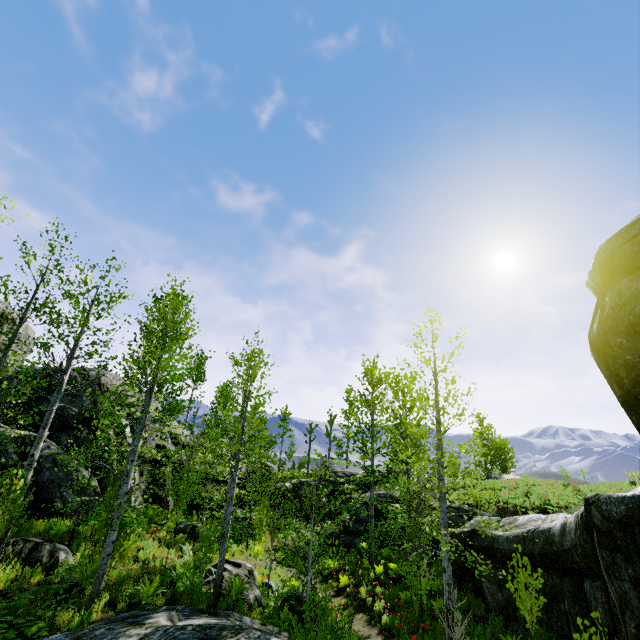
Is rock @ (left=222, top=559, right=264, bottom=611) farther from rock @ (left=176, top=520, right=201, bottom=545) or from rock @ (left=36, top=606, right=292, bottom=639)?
rock @ (left=36, top=606, right=292, bottom=639)

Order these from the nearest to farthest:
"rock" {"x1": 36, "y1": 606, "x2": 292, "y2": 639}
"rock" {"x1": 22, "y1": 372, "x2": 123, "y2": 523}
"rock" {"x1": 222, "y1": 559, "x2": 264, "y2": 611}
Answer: "rock" {"x1": 36, "y1": 606, "x2": 292, "y2": 639} < "rock" {"x1": 222, "y1": 559, "x2": 264, "y2": 611} < "rock" {"x1": 22, "y1": 372, "x2": 123, "y2": 523}

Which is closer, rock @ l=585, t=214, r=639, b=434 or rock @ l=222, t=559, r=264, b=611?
rock @ l=585, t=214, r=639, b=434

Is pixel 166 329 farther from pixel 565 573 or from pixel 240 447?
pixel 565 573

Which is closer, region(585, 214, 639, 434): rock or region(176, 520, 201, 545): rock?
region(585, 214, 639, 434): rock

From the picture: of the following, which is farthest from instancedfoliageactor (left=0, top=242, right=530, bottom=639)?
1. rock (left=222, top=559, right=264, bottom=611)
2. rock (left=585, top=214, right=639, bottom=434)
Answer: rock (left=585, top=214, right=639, bottom=434)

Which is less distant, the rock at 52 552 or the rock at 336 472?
the rock at 52 552

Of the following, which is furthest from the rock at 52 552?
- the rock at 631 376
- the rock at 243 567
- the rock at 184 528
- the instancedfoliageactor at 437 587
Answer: the rock at 184 528
